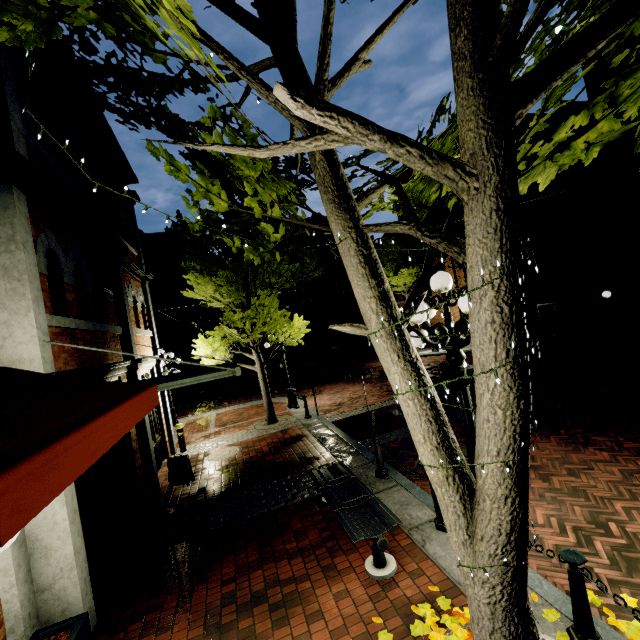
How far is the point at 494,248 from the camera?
2.0 meters

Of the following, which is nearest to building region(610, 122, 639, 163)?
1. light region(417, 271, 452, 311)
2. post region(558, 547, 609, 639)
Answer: light region(417, 271, 452, 311)

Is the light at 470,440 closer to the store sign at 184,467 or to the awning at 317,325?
the store sign at 184,467

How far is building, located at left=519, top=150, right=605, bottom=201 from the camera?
14.5 meters

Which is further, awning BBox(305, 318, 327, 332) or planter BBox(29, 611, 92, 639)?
awning BBox(305, 318, 327, 332)

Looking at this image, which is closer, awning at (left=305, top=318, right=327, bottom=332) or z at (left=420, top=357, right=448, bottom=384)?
z at (left=420, top=357, right=448, bottom=384)

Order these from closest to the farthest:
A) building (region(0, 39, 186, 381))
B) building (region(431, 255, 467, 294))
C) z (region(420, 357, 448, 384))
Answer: building (region(0, 39, 186, 381))
z (region(420, 357, 448, 384))
building (region(431, 255, 467, 294))

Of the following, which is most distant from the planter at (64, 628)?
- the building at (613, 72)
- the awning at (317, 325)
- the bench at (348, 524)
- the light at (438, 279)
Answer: the awning at (317, 325)
